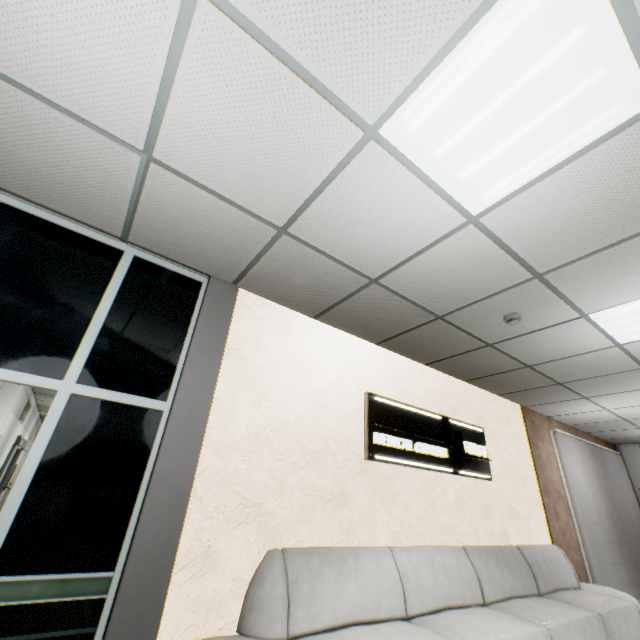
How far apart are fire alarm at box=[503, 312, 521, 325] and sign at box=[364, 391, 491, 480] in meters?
1.5 m

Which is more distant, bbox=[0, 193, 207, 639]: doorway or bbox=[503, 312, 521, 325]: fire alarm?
bbox=[503, 312, 521, 325]: fire alarm

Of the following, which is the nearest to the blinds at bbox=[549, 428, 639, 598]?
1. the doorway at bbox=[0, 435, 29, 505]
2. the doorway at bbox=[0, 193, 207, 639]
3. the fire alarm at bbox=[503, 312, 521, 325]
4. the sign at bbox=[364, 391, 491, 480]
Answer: the sign at bbox=[364, 391, 491, 480]

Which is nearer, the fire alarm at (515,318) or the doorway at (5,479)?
the fire alarm at (515,318)

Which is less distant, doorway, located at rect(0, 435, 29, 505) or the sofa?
the sofa

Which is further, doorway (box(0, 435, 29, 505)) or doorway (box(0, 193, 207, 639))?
doorway (box(0, 435, 29, 505))

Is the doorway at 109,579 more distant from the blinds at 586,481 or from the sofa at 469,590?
the blinds at 586,481

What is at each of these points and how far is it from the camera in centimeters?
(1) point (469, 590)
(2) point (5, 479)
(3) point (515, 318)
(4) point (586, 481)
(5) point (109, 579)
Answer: (1) sofa, 330cm
(2) doorway, 927cm
(3) fire alarm, 330cm
(4) blinds, 638cm
(5) doorway, 202cm
